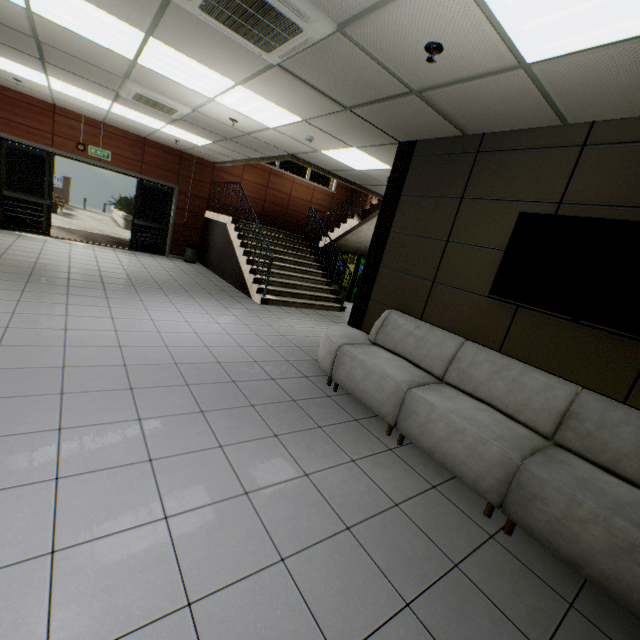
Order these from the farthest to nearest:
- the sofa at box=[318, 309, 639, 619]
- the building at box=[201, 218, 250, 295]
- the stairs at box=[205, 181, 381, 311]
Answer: the building at box=[201, 218, 250, 295] → the stairs at box=[205, 181, 381, 311] → the sofa at box=[318, 309, 639, 619]

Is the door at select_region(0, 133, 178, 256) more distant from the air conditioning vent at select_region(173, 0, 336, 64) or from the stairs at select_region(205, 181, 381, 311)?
the air conditioning vent at select_region(173, 0, 336, 64)

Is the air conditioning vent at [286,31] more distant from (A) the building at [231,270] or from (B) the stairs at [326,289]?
(A) the building at [231,270]

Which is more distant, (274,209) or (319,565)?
(274,209)

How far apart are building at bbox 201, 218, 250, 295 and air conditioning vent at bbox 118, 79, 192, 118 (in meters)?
3.30

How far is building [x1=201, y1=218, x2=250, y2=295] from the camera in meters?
8.7 m

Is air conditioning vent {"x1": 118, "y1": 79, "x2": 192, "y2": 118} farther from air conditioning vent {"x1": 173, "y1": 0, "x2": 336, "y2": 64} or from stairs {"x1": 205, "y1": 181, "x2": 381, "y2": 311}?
air conditioning vent {"x1": 173, "y1": 0, "x2": 336, "y2": 64}

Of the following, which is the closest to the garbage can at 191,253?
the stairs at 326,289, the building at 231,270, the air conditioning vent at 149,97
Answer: the building at 231,270
